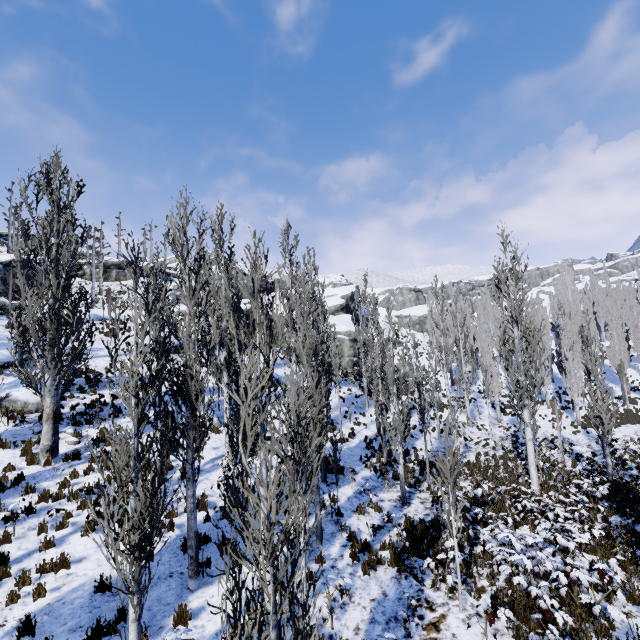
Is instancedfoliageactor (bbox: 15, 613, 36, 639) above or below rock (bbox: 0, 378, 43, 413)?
below

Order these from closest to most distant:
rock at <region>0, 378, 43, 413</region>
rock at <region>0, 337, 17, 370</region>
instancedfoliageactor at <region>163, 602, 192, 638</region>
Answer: instancedfoliageactor at <region>163, 602, 192, 638</region> < rock at <region>0, 378, 43, 413</region> < rock at <region>0, 337, 17, 370</region>

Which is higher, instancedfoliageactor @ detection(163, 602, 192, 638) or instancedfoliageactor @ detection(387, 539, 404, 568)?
instancedfoliageactor @ detection(163, 602, 192, 638)

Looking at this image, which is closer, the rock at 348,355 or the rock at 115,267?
the rock at 348,355

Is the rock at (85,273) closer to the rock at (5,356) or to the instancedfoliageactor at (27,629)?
the instancedfoliageactor at (27,629)

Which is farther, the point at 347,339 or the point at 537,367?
the point at 347,339

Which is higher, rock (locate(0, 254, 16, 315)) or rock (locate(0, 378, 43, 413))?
rock (locate(0, 254, 16, 315))

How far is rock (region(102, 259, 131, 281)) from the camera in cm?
4566
